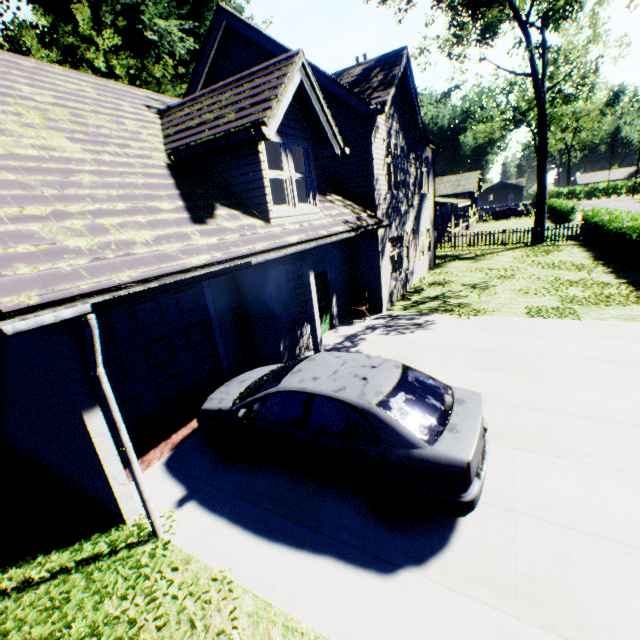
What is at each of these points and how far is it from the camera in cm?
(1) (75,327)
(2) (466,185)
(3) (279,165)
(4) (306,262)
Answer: (1) garage door, 573
(2) flat, 3812
(3) curtain, 731
(4) pillar, 760

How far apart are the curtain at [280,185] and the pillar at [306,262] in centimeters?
105cm

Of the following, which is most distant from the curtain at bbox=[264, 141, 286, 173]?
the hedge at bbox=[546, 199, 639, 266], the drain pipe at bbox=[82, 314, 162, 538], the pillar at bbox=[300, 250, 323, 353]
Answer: the hedge at bbox=[546, 199, 639, 266]

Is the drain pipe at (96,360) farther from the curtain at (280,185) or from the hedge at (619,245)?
the hedge at (619,245)

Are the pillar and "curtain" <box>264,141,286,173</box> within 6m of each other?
yes

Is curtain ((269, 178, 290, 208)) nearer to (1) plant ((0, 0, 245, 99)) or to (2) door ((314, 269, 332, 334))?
(2) door ((314, 269, 332, 334))

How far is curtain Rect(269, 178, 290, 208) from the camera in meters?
7.1

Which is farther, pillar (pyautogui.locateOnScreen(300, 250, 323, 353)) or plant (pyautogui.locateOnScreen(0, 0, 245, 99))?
plant (pyautogui.locateOnScreen(0, 0, 245, 99))
